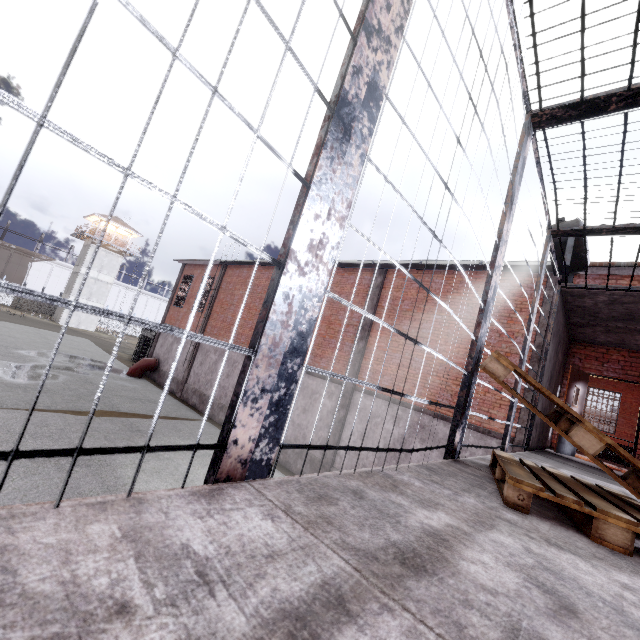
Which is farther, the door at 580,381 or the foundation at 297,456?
the foundation at 297,456

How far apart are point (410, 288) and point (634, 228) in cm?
846

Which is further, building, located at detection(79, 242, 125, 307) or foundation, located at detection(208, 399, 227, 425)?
building, located at detection(79, 242, 125, 307)

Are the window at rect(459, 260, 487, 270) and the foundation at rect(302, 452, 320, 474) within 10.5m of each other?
yes

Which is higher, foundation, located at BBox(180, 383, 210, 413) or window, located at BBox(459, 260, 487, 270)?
window, located at BBox(459, 260, 487, 270)

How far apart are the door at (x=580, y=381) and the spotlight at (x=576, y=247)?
2.6 meters

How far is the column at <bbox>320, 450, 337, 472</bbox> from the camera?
12.0 meters

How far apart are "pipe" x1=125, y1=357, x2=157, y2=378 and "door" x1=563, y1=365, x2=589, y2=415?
22.92m
